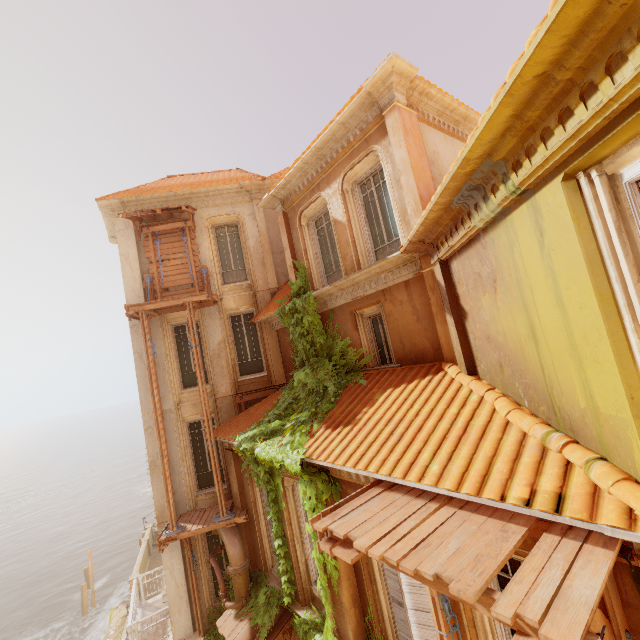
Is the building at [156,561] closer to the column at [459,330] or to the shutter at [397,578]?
the shutter at [397,578]

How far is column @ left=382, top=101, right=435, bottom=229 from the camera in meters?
7.1

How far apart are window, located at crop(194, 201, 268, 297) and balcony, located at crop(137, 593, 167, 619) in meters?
12.2

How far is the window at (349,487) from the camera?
6.3 meters

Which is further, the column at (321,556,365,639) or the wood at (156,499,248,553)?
the wood at (156,499,248,553)

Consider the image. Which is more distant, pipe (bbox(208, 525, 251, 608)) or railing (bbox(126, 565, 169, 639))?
railing (bbox(126, 565, 169, 639))

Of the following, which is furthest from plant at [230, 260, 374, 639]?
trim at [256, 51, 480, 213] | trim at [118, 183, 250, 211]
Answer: trim at [118, 183, 250, 211]

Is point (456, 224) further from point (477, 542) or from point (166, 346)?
point (166, 346)
